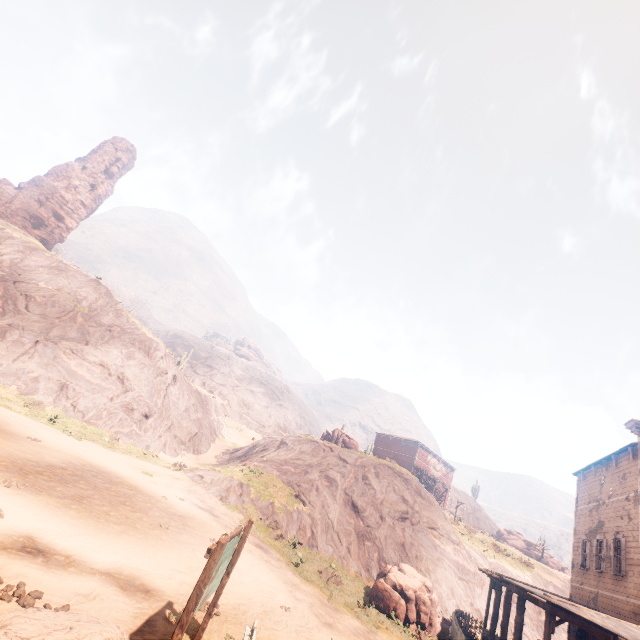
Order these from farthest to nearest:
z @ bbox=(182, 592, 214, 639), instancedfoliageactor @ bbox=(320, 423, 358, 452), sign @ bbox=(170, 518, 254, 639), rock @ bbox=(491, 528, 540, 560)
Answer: rock @ bbox=(491, 528, 540, 560), instancedfoliageactor @ bbox=(320, 423, 358, 452), z @ bbox=(182, 592, 214, 639), sign @ bbox=(170, 518, 254, 639)

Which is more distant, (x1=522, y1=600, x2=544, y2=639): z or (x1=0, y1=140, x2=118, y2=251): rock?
(x1=0, y1=140, x2=118, y2=251): rock

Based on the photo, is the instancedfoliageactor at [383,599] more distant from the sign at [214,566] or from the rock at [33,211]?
the rock at [33,211]

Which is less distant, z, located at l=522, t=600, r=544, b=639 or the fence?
the fence

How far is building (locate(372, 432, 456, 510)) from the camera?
43.6 meters

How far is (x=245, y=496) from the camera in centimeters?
2158cm

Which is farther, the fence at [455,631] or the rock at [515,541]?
the rock at [515,541]

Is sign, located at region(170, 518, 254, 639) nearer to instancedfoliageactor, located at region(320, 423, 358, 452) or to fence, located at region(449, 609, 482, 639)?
fence, located at region(449, 609, 482, 639)
